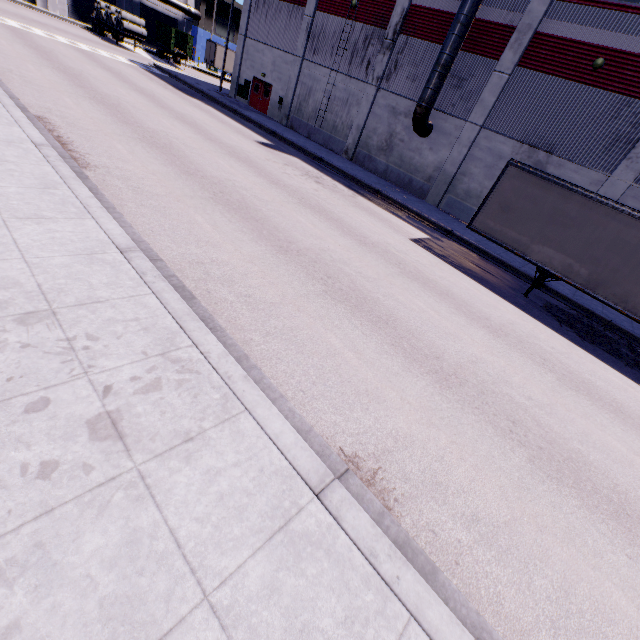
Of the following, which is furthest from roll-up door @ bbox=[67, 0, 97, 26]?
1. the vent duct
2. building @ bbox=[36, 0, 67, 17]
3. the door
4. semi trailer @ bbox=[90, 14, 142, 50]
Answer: the door

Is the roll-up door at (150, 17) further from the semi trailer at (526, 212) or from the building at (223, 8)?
the semi trailer at (526, 212)

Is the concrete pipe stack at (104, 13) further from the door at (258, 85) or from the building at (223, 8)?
the door at (258, 85)

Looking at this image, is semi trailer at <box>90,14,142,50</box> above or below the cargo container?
below

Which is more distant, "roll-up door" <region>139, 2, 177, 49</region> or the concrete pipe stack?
"roll-up door" <region>139, 2, 177, 49</region>

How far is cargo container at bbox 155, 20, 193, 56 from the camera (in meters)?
37.47

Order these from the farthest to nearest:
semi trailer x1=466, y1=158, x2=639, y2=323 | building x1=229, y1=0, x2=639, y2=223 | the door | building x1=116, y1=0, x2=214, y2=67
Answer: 1. building x1=116, y1=0, x2=214, y2=67
2. the door
3. building x1=229, y1=0, x2=639, y2=223
4. semi trailer x1=466, y1=158, x2=639, y2=323

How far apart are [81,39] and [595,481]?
44.9m
